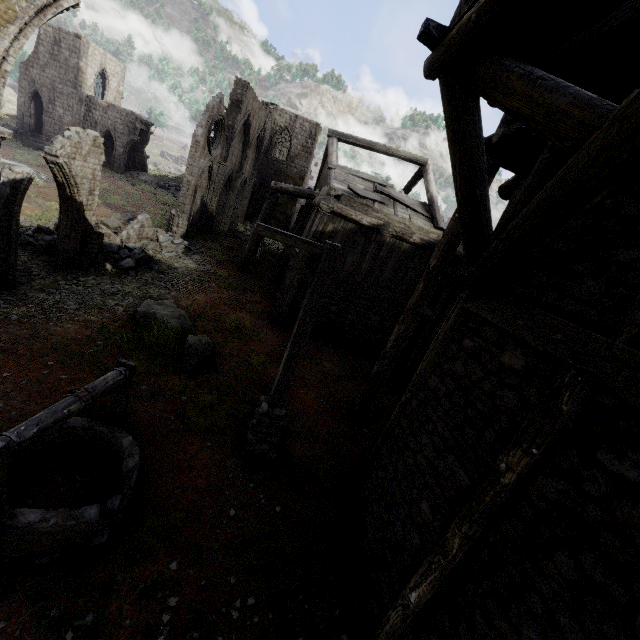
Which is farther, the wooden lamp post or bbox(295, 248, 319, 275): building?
bbox(295, 248, 319, 275): building

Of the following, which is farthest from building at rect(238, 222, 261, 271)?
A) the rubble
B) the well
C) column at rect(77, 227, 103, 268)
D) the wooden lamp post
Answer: column at rect(77, 227, 103, 268)

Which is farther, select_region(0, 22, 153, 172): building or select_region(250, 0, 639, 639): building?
select_region(0, 22, 153, 172): building

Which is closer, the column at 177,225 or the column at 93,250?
the column at 93,250

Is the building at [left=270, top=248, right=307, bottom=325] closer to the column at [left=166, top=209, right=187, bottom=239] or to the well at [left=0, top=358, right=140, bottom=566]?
the well at [left=0, top=358, right=140, bottom=566]

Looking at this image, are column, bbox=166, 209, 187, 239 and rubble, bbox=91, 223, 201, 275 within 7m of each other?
yes

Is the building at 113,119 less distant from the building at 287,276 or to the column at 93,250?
the building at 287,276

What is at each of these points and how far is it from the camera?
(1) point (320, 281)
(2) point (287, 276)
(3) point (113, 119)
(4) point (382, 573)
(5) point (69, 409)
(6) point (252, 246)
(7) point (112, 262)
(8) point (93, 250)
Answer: (1) wooden lamp post, 5.88m
(2) building, 14.77m
(3) building, 32.12m
(4) building, 5.06m
(5) well, 4.26m
(6) building, 16.77m
(7) rubble, 12.09m
(8) column, 11.56m
